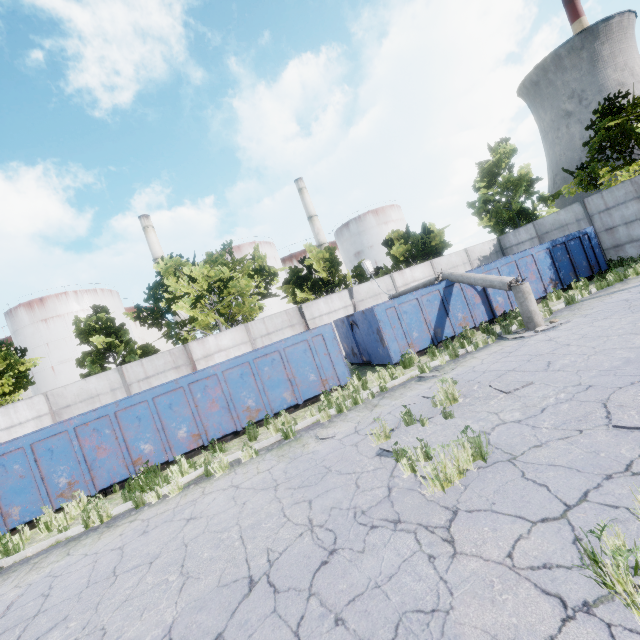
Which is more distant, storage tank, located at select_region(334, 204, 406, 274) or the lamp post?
storage tank, located at select_region(334, 204, 406, 274)

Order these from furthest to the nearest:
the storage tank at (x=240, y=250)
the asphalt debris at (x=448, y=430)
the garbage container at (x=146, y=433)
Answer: the storage tank at (x=240, y=250), the garbage container at (x=146, y=433), the asphalt debris at (x=448, y=430)

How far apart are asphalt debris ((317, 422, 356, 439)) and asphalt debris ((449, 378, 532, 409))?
0.6m

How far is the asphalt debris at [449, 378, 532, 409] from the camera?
5.8m

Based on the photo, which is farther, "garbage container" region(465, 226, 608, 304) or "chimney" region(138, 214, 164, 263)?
"chimney" region(138, 214, 164, 263)

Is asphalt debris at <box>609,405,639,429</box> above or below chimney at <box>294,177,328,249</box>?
below

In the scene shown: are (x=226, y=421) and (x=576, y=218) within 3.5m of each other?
no

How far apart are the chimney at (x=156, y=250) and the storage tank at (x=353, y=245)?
28.5 meters
